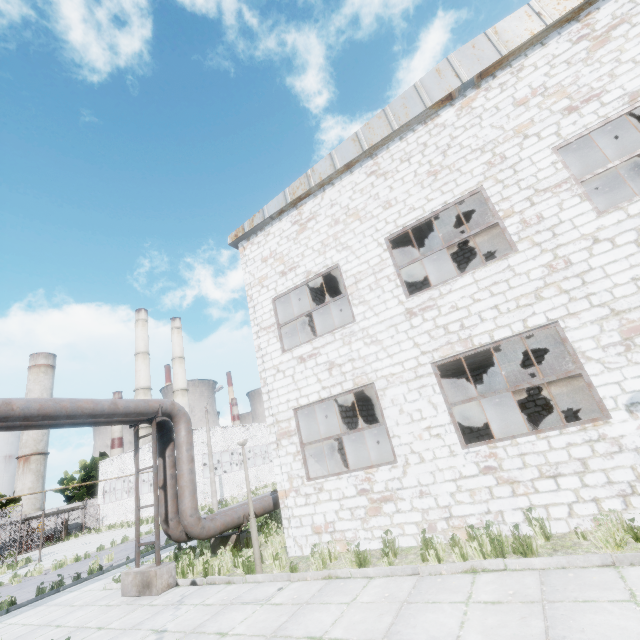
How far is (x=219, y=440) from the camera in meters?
37.1 m

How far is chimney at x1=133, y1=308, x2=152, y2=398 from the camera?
51.9m

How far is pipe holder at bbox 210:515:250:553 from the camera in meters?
11.4 m

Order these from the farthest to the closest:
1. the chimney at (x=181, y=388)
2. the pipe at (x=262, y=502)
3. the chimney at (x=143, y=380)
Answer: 1. the chimney at (x=181, y=388)
2. the chimney at (x=143, y=380)
3. the pipe at (x=262, y=502)

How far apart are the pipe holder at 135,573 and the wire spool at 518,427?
11.4 meters

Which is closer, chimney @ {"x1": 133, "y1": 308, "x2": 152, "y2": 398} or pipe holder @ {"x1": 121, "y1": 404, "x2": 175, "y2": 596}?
pipe holder @ {"x1": 121, "y1": 404, "x2": 175, "y2": 596}

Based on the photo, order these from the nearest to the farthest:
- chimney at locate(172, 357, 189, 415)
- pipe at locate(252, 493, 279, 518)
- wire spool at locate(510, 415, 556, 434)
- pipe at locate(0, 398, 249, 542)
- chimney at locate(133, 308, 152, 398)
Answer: pipe at locate(0, 398, 249, 542)
wire spool at locate(510, 415, 556, 434)
pipe at locate(252, 493, 279, 518)
chimney at locate(133, 308, 152, 398)
chimney at locate(172, 357, 189, 415)

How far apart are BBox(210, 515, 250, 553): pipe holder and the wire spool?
9.9m
